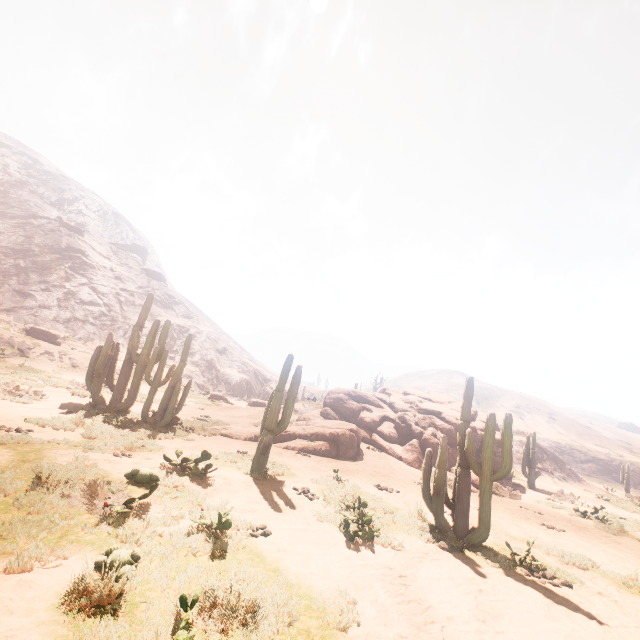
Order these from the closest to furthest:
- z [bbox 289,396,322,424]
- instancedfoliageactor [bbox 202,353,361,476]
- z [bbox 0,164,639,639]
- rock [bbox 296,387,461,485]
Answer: z [bbox 0,164,639,639] → instancedfoliageactor [bbox 202,353,361,476] → rock [bbox 296,387,461,485] → z [bbox 289,396,322,424]

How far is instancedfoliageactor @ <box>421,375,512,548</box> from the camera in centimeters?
727cm

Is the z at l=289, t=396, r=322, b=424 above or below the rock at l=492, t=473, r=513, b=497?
above

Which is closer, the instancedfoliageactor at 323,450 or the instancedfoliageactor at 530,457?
the instancedfoliageactor at 323,450

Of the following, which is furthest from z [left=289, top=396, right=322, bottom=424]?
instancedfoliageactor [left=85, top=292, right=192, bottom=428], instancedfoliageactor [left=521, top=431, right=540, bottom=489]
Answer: instancedfoliageactor [left=521, top=431, right=540, bottom=489]

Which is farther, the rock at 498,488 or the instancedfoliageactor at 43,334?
the instancedfoliageactor at 43,334

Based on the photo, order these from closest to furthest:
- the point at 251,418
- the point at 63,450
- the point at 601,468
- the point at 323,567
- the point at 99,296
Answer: the point at 323,567, the point at 63,450, the point at 251,418, the point at 99,296, the point at 601,468

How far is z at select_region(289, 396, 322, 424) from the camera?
23.6m
